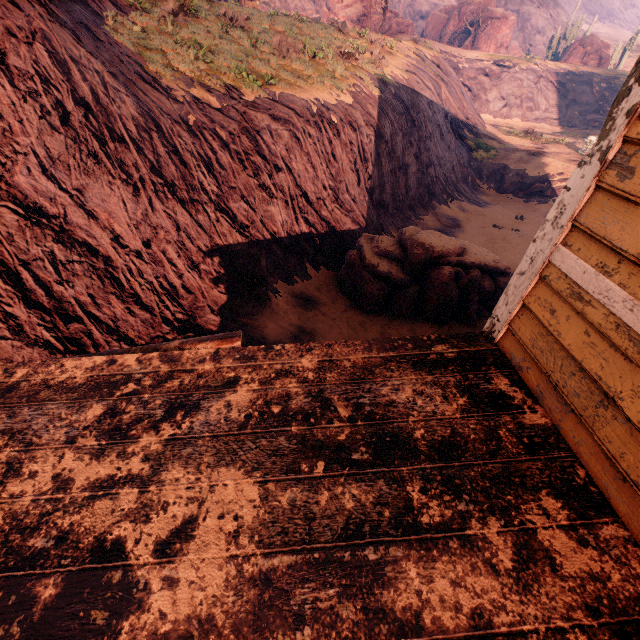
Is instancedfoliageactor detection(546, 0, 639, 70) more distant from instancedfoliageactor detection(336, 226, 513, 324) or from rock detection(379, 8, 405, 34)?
instancedfoliageactor detection(336, 226, 513, 324)

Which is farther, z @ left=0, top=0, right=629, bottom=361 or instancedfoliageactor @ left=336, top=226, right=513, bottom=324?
instancedfoliageactor @ left=336, top=226, right=513, bottom=324

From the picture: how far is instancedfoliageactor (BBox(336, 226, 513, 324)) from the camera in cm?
889

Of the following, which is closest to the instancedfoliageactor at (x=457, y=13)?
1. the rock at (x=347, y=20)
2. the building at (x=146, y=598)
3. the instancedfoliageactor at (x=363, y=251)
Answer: the rock at (x=347, y=20)

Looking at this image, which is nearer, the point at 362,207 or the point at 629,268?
the point at 629,268

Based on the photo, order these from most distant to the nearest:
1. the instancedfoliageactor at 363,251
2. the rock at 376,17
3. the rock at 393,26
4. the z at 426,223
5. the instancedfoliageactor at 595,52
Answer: the instancedfoliageactor at 595,52 < the rock at 393,26 < the rock at 376,17 < the instancedfoliageactor at 363,251 < the z at 426,223

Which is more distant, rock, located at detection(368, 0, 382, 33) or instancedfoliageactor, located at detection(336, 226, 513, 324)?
rock, located at detection(368, 0, 382, 33)

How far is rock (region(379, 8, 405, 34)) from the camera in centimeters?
3347cm
